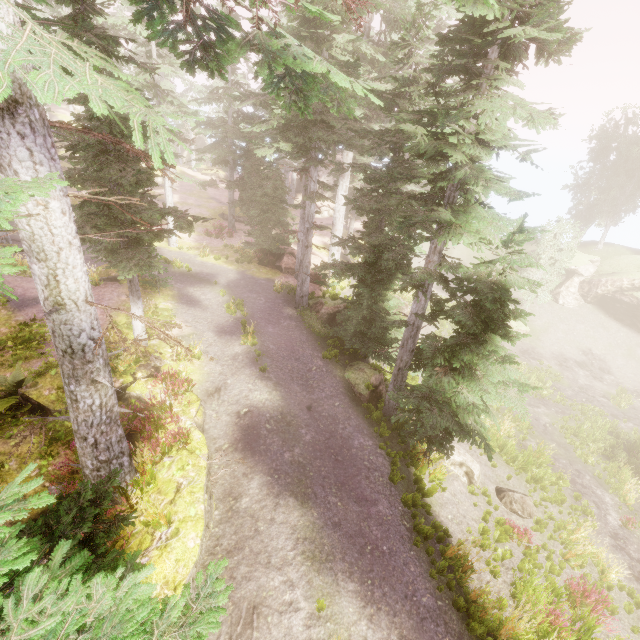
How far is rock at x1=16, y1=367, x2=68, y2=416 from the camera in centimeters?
870cm

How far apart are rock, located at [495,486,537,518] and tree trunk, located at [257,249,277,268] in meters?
17.7 m

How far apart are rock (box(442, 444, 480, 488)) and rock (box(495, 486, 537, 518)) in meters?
0.8 m

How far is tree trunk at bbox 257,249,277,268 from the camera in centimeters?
2269cm

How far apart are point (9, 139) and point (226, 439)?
8.8m

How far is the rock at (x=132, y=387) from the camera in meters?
10.0

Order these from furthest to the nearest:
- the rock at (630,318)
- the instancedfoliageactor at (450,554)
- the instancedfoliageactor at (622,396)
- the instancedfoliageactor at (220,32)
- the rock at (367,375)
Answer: the rock at (630,318) < the instancedfoliageactor at (622,396) < the rock at (367,375) < the instancedfoliageactor at (450,554) < the instancedfoliageactor at (220,32)
